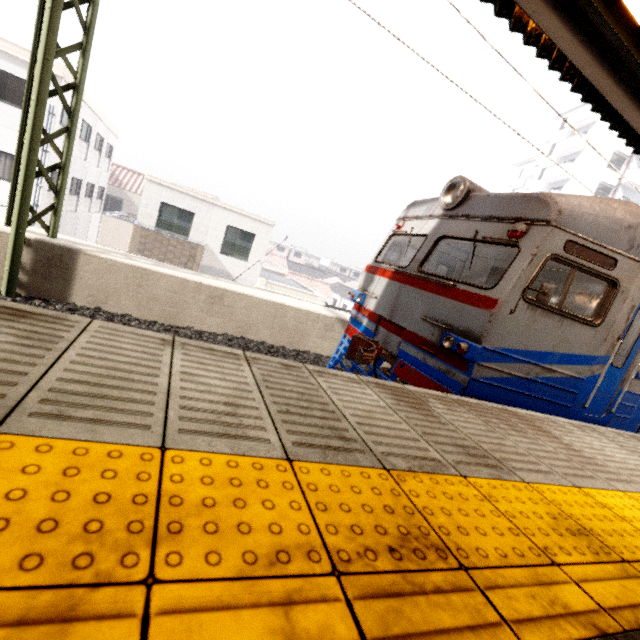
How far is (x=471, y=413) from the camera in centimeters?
287cm

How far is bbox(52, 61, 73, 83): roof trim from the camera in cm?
1324

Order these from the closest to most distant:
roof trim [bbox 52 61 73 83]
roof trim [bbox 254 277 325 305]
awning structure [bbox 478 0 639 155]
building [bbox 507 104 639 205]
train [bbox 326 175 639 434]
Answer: awning structure [bbox 478 0 639 155] → train [bbox 326 175 639 434] → roof trim [bbox 52 61 73 83] → roof trim [bbox 254 277 325 305] → building [bbox 507 104 639 205]

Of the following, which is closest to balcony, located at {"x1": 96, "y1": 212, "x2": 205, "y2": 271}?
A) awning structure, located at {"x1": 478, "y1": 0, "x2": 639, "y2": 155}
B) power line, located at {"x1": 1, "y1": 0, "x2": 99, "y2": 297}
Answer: power line, located at {"x1": 1, "y1": 0, "x2": 99, "y2": 297}

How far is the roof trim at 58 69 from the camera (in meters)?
13.24

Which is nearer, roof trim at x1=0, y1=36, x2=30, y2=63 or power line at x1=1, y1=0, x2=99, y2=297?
power line at x1=1, y1=0, x2=99, y2=297

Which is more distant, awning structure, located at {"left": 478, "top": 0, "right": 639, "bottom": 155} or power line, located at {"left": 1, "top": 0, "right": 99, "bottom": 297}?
power line, located at {"left": 1, "top": 0, "right": 99, "bottom": 297}

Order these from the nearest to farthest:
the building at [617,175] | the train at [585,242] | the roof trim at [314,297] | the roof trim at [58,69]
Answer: the train at [585,242]
the roof trim at [58,69]
the roof trim at [314,297]
the building at [617,175]
